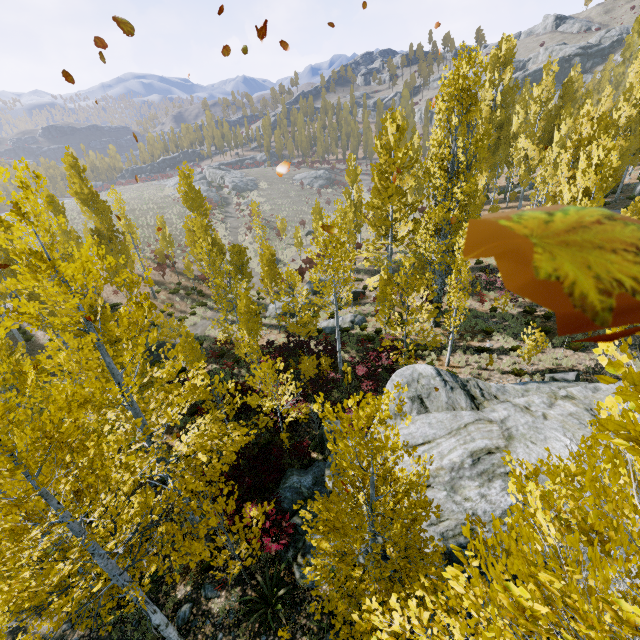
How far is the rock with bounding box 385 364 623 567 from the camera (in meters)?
8.44

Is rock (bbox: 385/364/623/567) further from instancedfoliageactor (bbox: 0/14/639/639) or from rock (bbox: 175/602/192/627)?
rock (bbox: 175/602/192/627)

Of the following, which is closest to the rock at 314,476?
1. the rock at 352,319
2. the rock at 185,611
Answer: the rock at 185,611

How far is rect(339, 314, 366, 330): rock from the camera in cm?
2239

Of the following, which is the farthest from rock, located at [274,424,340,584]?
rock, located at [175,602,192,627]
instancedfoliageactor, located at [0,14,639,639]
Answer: rock, located at [175,602,192,627]

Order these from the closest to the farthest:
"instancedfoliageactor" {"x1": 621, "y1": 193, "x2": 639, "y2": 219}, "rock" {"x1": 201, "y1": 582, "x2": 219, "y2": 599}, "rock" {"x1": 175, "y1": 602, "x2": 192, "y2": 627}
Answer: "rock" {"x1": 175, "y1": 602, "x2": 192, "y2": 627} < "rock" {"x1": 201, "y1": 582, "x2": 219, "y2": 599} < "instancedfoliageactor" {"x1": 621, "y1": 193, "x2": 639, "y2": 219}

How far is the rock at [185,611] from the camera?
9.22m

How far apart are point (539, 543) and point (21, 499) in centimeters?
552cm
